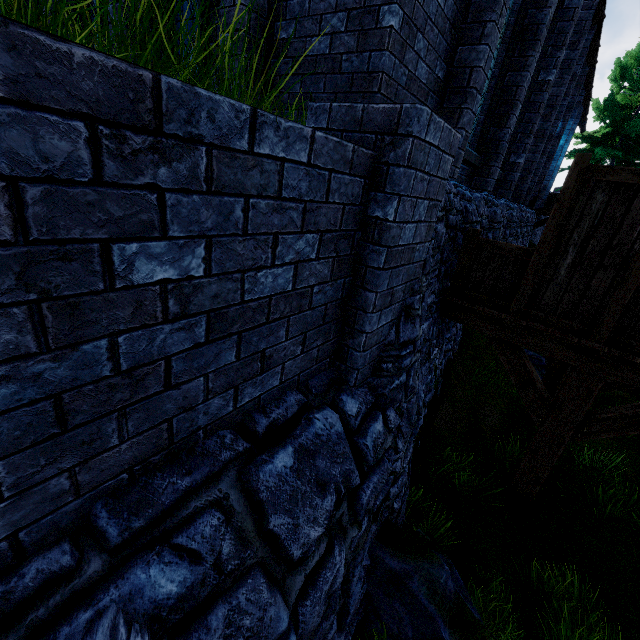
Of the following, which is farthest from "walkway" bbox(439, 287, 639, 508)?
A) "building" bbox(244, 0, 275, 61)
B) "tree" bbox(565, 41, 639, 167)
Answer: "tree" bbox(565, 41, 639, 167)

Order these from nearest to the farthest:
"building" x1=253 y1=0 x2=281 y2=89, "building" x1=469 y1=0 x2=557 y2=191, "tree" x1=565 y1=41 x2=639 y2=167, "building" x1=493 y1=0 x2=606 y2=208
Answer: "building" x1=253 y1=0 x2=281 y2=89 < "building" x1=469 y1=0 x2=557 y2=191 < "building" x1=493 y1=0 x2=606 y2=208 < "tree" x1=565 y1=41 x2=639 y2=167

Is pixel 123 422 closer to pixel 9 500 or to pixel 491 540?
pixel 9 500

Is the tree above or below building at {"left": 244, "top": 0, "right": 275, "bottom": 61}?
above

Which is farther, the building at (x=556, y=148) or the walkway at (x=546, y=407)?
the building at (x=556, y=148)

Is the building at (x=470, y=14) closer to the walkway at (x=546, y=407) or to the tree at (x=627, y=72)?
the tree at (x=627, y=72)
